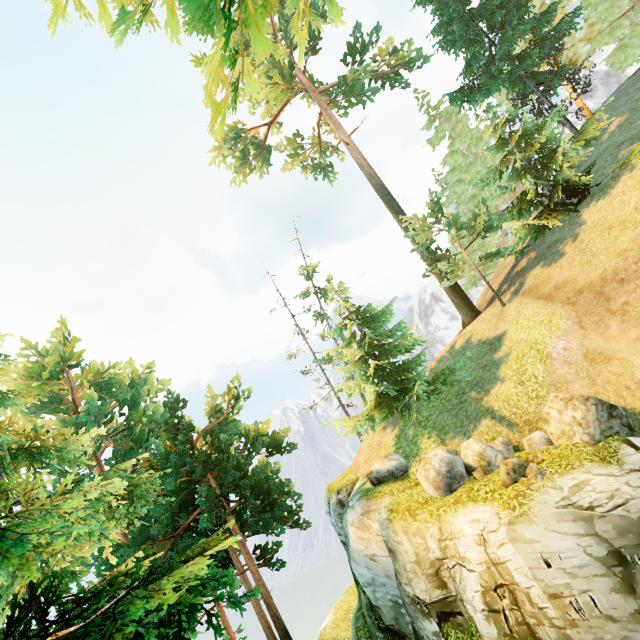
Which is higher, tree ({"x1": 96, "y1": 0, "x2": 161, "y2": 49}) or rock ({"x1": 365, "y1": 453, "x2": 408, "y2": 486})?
tree ({"x1": 96, "y1": 0, "x2": 161, "y2": 49})

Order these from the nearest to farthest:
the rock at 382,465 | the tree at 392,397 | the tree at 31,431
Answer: the tree at 31,431 → the rock at 382,465 → the tree at 392,397

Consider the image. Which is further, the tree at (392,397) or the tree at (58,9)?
the tree at (392,397)

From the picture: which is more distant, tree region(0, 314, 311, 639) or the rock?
the rock

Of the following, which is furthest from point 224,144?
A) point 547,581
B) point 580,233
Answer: point 547,581

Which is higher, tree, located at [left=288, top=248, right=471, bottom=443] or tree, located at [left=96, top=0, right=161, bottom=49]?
tree, located at [left=96, top=0, right=161, bottom=49]

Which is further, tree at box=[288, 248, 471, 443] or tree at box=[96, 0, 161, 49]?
tree at box=[288, 248, 471, 443]
